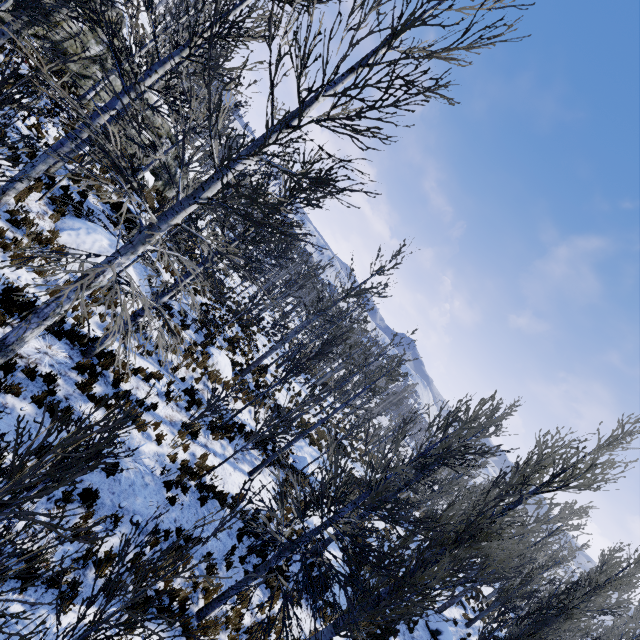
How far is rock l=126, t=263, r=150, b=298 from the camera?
11.3m

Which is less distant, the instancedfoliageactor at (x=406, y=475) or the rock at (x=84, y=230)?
the instancedfoliageactor at (x=406, y=475)

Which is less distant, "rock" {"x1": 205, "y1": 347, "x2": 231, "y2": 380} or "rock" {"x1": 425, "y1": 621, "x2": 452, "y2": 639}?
"rock" {"x1": 205, "y1": 347, "x2": 231, "y2": 380}

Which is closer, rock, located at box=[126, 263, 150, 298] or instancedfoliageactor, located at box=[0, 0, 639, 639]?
instancedfoliageactor, located at box=[0, 0, 639, 639]

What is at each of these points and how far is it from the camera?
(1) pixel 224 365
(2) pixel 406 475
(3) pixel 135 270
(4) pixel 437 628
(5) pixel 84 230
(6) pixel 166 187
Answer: (1) rock, 14.9 meters
(2) instancedfoliageactor, 10.9 meters
(3) rock, 11.8 meters
(4) rock, 16.3 meters
(5) rock, 10.2 meters
(6) rock, 21.4 meters

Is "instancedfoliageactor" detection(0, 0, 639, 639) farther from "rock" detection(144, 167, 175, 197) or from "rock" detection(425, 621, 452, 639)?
"rock" detection(425, 621, 452, 639)

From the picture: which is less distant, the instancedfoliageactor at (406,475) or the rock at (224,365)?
the instancedfoliageactor at (406,475)
